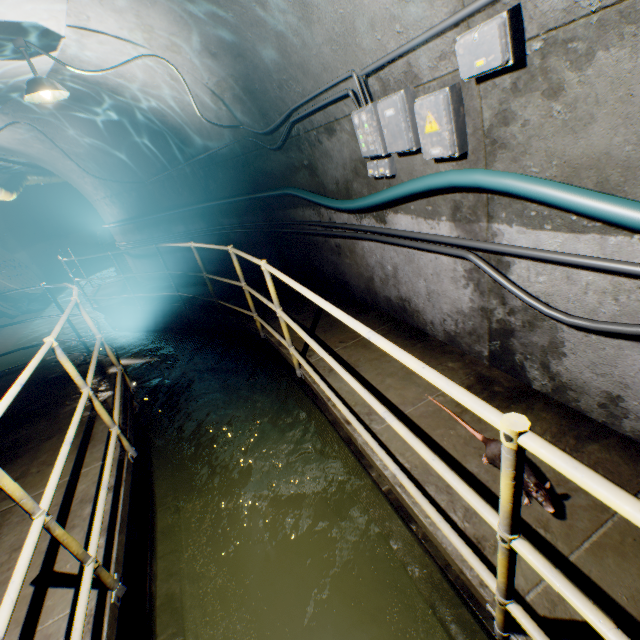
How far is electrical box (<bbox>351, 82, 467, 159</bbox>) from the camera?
2.0 meters

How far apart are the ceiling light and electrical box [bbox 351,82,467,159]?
3.53m

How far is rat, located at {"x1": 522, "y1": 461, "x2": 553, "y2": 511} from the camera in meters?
1.7

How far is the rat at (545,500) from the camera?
1.70m

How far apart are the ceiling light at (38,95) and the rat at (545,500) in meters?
5.0 m

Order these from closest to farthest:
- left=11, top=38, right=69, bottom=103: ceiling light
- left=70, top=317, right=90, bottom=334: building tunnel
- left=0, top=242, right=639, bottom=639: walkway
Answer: left=0, top=242, right=639, bottom=639: walkway → left=11, top=38, right=69, bottom=103: ceiling light → left=70, top=317, right=90, bottom=334: building tunnel

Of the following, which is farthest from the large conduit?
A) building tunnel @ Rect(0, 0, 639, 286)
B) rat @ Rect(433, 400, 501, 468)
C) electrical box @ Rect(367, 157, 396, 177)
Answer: electrical box @ Rect(367, 157, 396, 177)

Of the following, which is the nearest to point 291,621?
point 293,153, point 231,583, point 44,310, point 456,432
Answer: point 231,583
